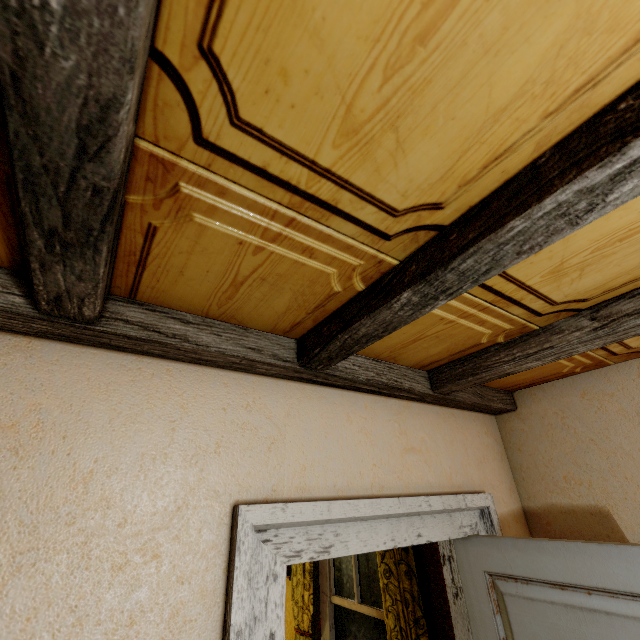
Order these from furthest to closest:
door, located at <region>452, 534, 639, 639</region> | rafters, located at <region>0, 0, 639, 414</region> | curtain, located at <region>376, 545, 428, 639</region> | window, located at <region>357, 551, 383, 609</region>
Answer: window, located at <region>357, 551, 383, 609</region>, curtain, located at <region>376, 545, 428, 639</region>, door, located at <region>452, 534, 639, 639</region>, rafters, located at <region>0, 0, 639, 414</region>

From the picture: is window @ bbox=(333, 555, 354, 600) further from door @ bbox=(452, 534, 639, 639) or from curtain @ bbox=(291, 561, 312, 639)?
door @ bbox=(452, 534, 639, 639)

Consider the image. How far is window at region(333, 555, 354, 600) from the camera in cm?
311

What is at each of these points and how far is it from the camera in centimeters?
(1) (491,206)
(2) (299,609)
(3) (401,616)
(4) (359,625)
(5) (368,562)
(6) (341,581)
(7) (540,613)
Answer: (1) rafters, 74cm
(2) curtain, 335cm
(3) curtain, 239cm
(4) window, 292cm
(5) window, 301cm
(6) window, 323cm
(7) door, 135cm

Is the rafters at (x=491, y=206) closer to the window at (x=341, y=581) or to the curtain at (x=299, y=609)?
the curtain at (x=299, y=609)

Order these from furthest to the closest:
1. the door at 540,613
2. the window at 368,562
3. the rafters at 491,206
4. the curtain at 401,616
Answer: the window at 368,562 < the curtain at 401,616 < the door at 540,613 < the rafters at 491,206

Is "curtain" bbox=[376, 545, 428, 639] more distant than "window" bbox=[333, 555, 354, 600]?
No
